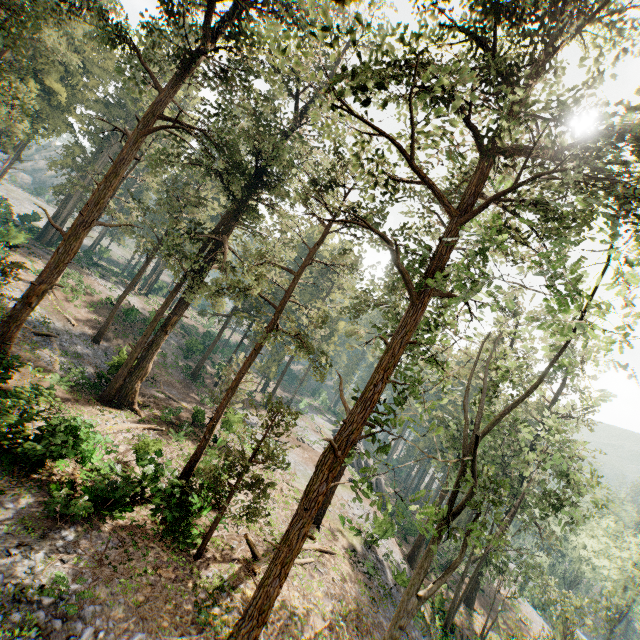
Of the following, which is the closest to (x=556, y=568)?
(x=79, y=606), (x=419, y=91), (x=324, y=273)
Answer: (x=324, y=273)
